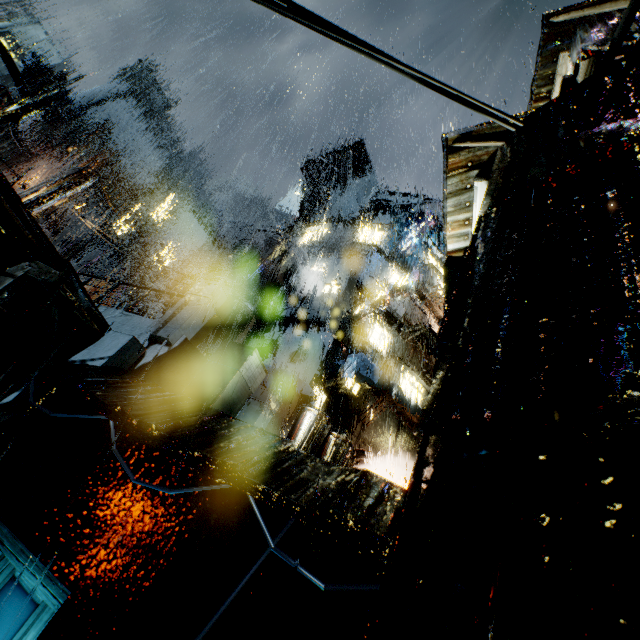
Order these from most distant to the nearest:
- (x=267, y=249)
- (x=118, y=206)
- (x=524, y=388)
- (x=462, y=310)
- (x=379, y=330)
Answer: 1. (x=118, y=206)
2. (x=267, y=249)
3. (x=379, y=330)
4. (x=462, y=310)
5. (x=524, y=388)

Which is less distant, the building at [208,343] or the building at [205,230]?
the building at [208,343]

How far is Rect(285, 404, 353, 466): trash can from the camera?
5.98m

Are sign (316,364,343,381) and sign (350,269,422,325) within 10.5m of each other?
yes

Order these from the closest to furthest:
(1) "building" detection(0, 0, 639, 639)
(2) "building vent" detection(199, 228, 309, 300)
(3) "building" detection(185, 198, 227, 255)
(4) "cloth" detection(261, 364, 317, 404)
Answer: (1) "building" detection(0, 0, 639, 639) → (4) "cloth" detection(261, 364, 317, 404) → (2) "building vent" detection(199, 228, 309, 300) → (3) "building" detection(185, 198, 227, 255)

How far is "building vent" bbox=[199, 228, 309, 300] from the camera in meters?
21.3 m

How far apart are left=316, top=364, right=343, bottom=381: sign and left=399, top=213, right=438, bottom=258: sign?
14.90m

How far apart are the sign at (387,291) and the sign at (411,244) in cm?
900
